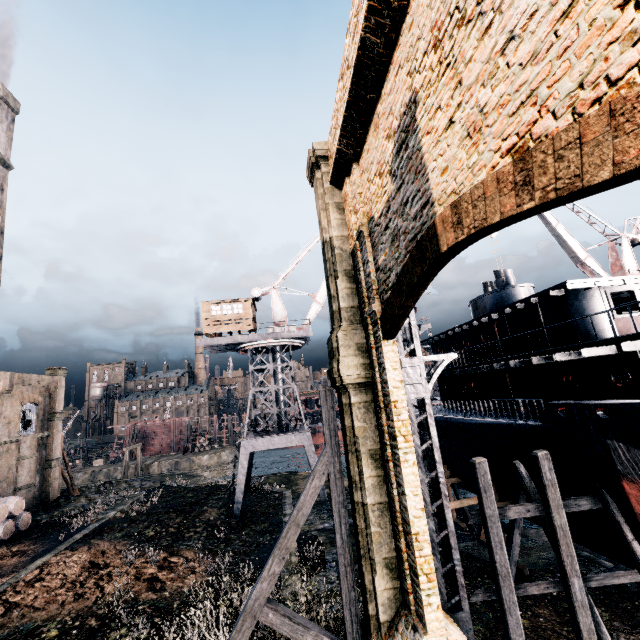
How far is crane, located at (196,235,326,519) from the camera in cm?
2702

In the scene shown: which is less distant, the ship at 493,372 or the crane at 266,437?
the ship at 493,372

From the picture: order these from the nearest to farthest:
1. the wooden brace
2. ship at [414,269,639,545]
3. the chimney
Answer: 1. the wooden brace
2. ship at [414,269,639,545]
3. the chimney

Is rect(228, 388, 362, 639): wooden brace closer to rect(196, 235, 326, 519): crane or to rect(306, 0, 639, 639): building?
rect(196, 235, 326, 519): crane

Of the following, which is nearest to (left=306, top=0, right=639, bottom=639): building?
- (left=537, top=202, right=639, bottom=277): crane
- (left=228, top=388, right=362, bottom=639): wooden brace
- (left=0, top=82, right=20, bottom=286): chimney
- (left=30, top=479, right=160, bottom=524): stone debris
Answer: (left=0, top=82, right=20, bottom=286): chimney

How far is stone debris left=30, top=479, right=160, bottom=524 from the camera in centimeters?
2758cm

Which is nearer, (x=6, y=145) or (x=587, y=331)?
(x=587, y=331)

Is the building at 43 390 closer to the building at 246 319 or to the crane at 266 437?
the crane at 266 437
